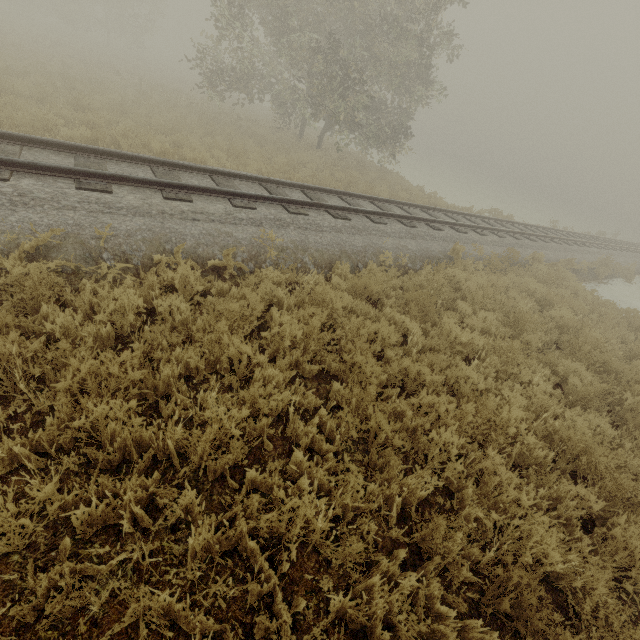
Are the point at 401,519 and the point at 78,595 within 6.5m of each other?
yes
